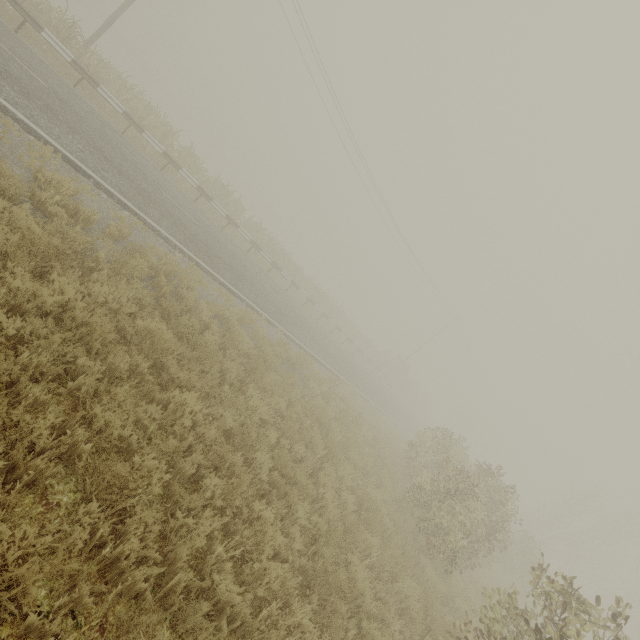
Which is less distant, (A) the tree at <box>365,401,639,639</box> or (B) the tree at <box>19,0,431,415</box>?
(A) the tree at <box>365,401,639,639</box>

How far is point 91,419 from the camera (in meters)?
3.89

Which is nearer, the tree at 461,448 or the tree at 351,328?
the tree at 461,448
